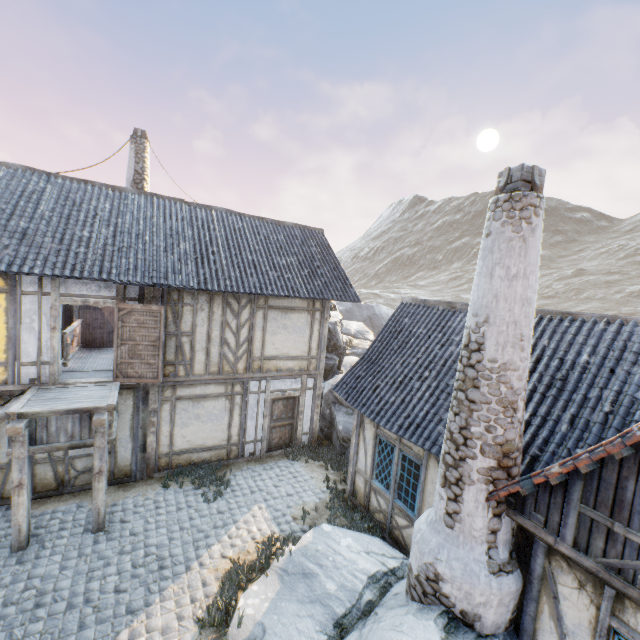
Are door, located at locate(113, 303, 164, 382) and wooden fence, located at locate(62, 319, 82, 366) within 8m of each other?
yes

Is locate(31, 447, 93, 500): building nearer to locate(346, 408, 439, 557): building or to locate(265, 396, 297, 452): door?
locate(265, 396, 297, 452): door

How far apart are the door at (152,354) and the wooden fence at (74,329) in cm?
277

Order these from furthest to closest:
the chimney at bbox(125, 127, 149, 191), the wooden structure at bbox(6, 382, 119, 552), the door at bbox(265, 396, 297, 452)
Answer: the chimney at bbox(125, 127, 149, 191), the door at bbox(265, 396, 297, 452), the wooden structure at bbox(6, 382, 119, 552)

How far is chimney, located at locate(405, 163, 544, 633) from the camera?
4.6m

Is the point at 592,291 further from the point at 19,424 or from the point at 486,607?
the point at 19,424

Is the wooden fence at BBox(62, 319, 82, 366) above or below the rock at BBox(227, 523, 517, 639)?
above

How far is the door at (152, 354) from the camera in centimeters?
872cm
